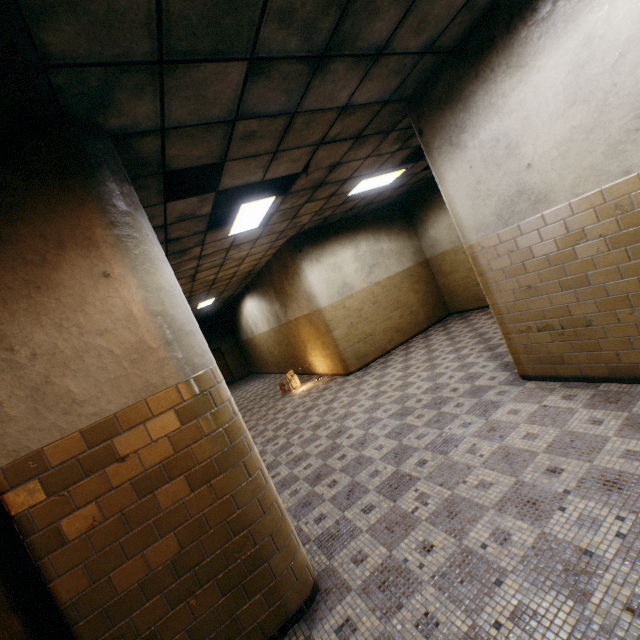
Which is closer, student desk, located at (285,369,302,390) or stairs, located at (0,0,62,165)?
stairs, located at (0,0,62,165)

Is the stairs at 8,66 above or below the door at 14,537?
above

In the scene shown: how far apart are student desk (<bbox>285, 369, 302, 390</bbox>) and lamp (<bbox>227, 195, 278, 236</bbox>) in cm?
448

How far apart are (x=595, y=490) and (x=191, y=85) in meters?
4.3 m

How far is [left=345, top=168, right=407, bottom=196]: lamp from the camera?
6.7m

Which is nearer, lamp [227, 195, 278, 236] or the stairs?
the stairs

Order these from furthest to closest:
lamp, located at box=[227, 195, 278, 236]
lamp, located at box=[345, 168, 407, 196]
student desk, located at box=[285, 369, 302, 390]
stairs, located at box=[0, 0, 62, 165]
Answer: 1. student desk, located at box=[285, 369, 302, 390]
2. lamp, located at box=[345, 168, 407, 196]
3. lamp, located at box=[227, 195, 278, 236]
4. stairs, located at box=[0, 0, 62, 165]

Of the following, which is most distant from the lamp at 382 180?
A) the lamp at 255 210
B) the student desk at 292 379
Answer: the student desk at 292 379
